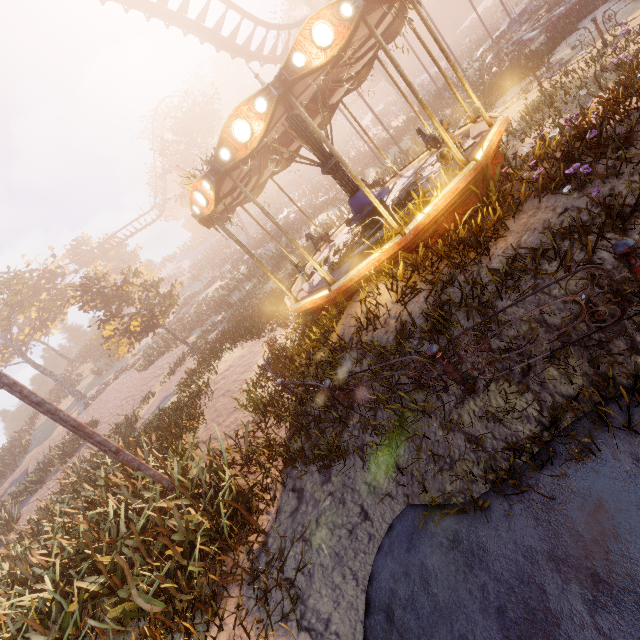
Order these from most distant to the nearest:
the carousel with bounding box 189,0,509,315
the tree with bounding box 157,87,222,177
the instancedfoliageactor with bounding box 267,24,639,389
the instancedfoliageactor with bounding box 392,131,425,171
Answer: the tree with bounding box 157,87,222,177 → the instancedfoliageactor with bounding box 392,131,425,171 → the carousel with bounding box 189,0,509,315 → the instancedfoliageactor with bounding box 267,24,639,389

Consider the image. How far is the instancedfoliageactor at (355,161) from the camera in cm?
2914

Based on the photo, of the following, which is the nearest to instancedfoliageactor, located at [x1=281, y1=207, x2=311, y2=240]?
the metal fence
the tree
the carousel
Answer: the carousel

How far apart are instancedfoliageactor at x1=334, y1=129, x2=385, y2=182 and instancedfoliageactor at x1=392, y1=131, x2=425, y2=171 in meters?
18.9 m

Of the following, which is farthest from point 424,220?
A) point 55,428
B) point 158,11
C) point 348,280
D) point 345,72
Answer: point 55,428

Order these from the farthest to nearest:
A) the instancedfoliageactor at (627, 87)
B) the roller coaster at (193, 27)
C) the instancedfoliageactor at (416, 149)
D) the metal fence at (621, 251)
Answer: the instancedfoliageactor at (416, 149)
the roller coaster at (193, 27)
the instancedfoliageactor at (627, 87)
the metal fence at (621, 251)

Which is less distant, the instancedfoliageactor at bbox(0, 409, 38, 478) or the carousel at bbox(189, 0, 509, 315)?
the carousel at bbox(189, 0, 509, 315)

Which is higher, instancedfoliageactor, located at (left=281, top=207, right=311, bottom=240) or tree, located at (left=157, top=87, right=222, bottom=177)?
tree, located at (left=157, top=87, right=222, bottom=177)
